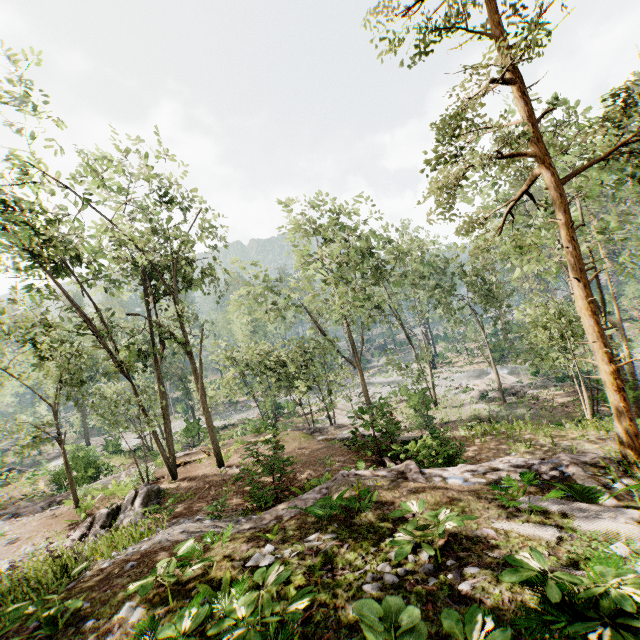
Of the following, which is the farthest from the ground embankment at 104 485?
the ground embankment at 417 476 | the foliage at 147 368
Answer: the ground embankment at 417 476

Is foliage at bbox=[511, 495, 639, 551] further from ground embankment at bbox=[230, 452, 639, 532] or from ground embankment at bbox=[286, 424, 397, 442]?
ground embankment at bbox=[230, 452, 639, 532]

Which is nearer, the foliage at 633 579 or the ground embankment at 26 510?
the foliage at 633 579

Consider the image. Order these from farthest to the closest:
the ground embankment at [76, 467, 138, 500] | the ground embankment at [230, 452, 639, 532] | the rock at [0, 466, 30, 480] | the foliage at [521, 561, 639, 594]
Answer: the rock at [0, 466, 30, 480] → the ground embankment at [76, 467, 138, 500] → the ground embankment at [230, 452, 639, 532] → the foliage at [521, 561, 639, 594]

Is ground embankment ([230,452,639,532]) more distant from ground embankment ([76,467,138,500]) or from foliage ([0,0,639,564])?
ground embankment ([76,467,138,500])

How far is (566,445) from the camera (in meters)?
12.22

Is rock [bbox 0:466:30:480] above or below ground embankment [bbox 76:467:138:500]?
below
